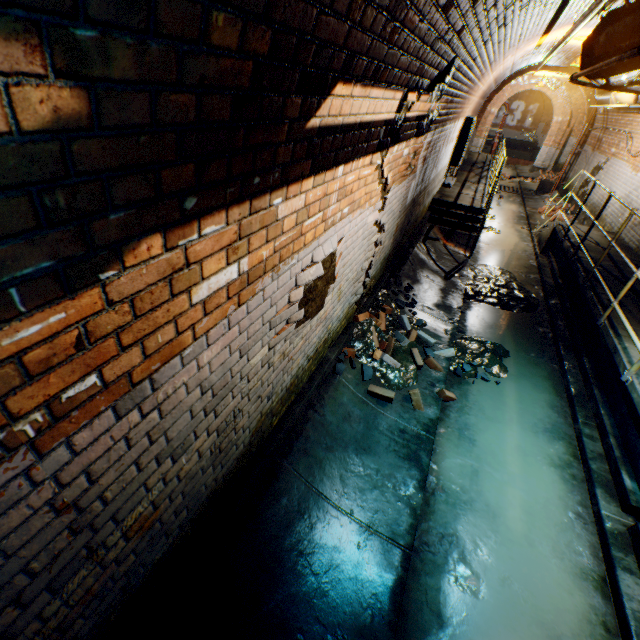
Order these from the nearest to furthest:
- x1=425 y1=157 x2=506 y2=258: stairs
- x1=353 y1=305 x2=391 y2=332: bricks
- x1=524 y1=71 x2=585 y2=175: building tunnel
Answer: x1=353 y1=305 x2=391 y2=332: bricks < x1=425 y1=157 x2=506 y2=258: stairs < x1=524 y1=71 x2=585 y2=175: building tunnel

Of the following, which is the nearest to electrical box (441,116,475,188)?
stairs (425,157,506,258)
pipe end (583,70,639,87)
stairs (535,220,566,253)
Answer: stairs (425,157,506,258)

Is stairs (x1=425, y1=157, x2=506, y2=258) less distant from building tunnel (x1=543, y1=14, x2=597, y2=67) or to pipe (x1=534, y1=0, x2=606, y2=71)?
building tunnel (x1=543, y1=14, x2=597, y2=67)

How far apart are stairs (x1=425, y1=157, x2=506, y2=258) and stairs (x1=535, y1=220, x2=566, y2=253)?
1.7 meters

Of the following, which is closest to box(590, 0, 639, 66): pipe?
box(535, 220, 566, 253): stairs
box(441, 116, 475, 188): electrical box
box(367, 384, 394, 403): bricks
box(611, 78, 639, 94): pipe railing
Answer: box(611, 78, 639, 94): pipe railing

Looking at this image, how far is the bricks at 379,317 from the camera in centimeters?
434cm

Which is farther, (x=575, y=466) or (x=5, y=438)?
(x=575, y=466)

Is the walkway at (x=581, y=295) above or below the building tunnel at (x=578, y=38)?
below
